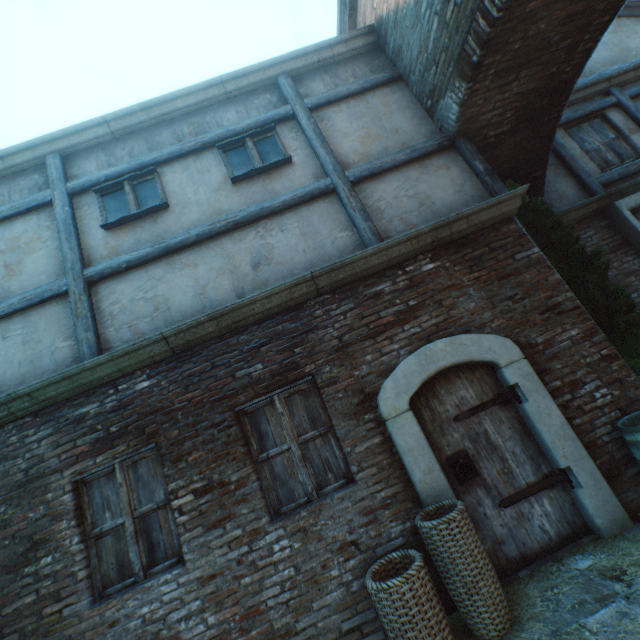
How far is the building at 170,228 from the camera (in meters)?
4.70

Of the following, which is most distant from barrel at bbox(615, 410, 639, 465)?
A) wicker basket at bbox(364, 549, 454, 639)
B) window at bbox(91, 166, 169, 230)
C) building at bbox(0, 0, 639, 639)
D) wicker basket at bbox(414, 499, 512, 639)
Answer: window at bbox(91, 166, 169, 230)

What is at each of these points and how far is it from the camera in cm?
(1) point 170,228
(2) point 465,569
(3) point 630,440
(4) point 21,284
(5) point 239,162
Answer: (1) building, 473
(2) wicker basket, 273
(3) barrel, 325
(4) building, 455
(5) window, 505

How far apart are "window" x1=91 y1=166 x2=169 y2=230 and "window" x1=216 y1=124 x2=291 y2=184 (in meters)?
0.96

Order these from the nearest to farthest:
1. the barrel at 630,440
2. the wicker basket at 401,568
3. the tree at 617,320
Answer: the wicker basket at 401,568
the barrel at 630,440
the tree at 617,320

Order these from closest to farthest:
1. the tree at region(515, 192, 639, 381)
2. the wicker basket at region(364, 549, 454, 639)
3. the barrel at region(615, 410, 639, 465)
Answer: the wicker basket at region(364, 549, 454, 639) < the barrel at region(615, 410, 639, 465) < the tree at region(515, 192, 639, 381)

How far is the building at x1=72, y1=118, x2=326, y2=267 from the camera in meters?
4.7 m

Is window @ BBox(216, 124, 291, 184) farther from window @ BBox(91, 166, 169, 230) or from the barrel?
the barrel
